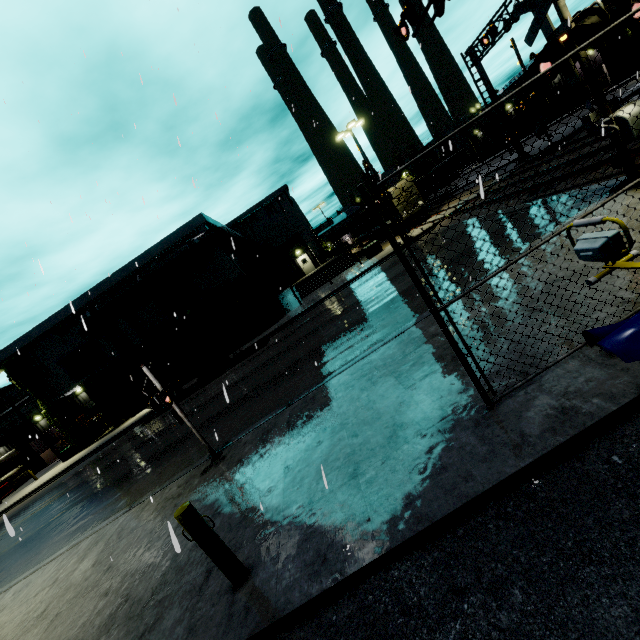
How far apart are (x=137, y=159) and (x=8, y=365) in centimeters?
2779cm

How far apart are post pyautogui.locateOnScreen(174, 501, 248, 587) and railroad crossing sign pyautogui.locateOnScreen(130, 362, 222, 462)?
3.8 meters

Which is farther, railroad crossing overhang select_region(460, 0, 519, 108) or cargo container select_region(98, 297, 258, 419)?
cargo container select_region(98, 297, 258, 419)

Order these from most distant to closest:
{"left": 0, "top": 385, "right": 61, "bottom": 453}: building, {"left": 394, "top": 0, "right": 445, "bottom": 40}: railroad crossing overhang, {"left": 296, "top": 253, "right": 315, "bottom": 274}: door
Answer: {"left": 296, "top": 253, "right": 315, "bottom": 274}: door < {"left": 0, "top": 385, "right": 61, "bottom": 453}: building < {"left": 394, "top": 0, "right": 445, "bottom": 40}: railroad crossing overhang

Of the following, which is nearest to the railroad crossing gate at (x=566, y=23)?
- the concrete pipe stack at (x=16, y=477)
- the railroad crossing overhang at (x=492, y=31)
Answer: the railroad crossing overhang at (x=492, y=31)

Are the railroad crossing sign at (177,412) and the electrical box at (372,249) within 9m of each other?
no

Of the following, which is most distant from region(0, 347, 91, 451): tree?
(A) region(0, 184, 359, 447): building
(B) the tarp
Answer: (B) the tarp

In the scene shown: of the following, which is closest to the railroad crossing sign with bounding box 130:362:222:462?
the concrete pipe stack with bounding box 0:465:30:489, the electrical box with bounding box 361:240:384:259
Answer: the concrete pipe stack with bounding box 0:465:30:489
